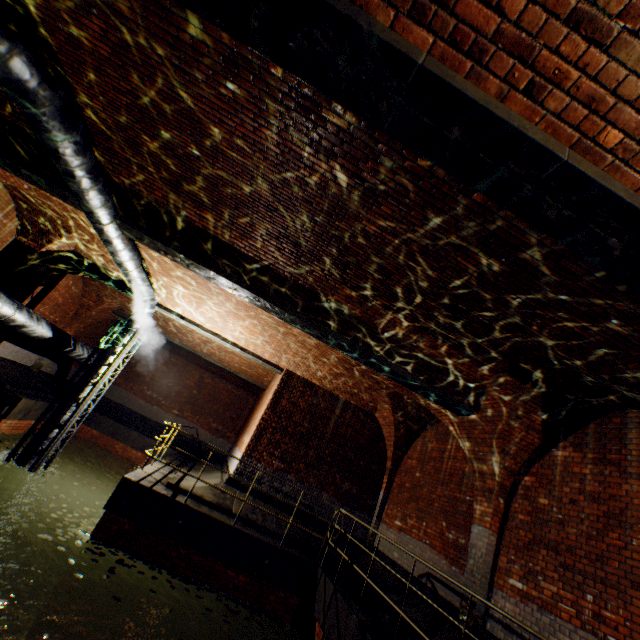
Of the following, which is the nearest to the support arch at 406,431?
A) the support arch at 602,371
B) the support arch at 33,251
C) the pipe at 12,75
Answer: the support arch at 602,371

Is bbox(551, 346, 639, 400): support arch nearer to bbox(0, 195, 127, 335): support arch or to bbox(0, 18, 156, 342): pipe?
bbox(0, 18, 156, 342): pipe

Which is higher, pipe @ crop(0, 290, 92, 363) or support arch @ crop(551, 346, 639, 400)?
support arch @ crop(551, 346, 639, 400)

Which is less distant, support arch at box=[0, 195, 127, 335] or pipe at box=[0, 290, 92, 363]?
pipe at box=[0, 290, 92, 363]

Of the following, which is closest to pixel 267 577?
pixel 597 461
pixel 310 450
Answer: pixel 310 450

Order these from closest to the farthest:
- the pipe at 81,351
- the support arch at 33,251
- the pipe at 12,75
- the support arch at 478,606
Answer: the pipe at 12,75 < the support arch at 478,606 < the pipe at 81,351 < the support arch at 33,251

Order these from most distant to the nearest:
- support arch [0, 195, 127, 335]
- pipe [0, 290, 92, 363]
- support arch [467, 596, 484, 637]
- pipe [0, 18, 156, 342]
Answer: support arch [0, 195, 127, 335] → pipe [0, 290, 92, 363] → support arch [467, 596, 484, 637] → pipe [0, 18, 156, 342]
